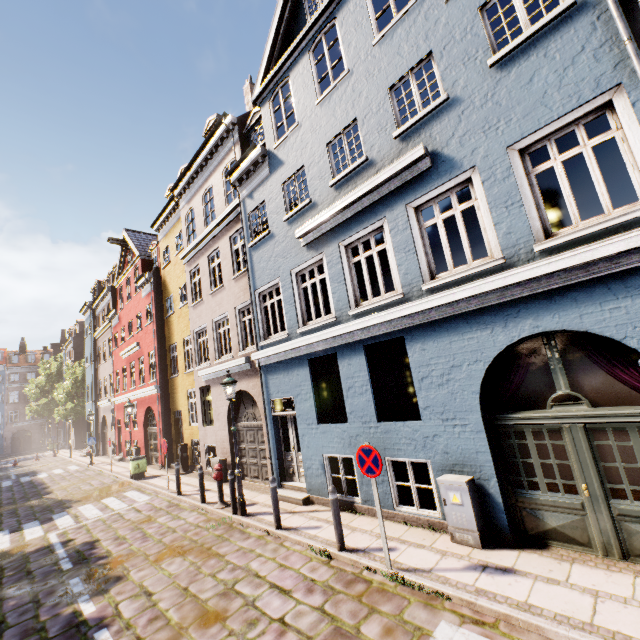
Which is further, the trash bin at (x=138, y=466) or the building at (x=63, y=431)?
the building at (x=63, y=431)

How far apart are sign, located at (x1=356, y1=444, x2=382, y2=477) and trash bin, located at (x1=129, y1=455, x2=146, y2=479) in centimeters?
1424cm

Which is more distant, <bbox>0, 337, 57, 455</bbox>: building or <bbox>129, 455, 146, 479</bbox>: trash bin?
<bbox>0, 337, 57, 455</bbox>: building

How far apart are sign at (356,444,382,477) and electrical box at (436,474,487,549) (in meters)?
1.30

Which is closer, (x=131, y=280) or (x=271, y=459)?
(x=271, y=459)

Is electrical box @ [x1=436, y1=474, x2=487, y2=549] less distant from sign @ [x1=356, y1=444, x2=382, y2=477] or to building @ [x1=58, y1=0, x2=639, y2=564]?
building @ [x1=58, y1=0, x2=639, y2=564]

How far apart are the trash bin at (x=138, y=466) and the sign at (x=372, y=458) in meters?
14.2 m

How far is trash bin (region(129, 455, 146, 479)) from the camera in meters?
15.3
